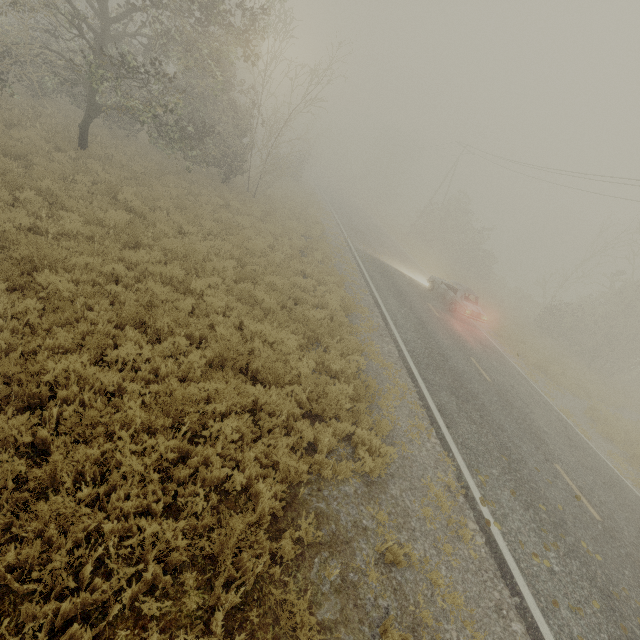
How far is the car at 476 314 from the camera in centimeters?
1723cm

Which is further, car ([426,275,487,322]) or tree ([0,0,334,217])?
car ([426,275,487,322])

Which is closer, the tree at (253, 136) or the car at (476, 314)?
the tree at (253, 136)

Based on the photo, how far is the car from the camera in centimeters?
1723cm

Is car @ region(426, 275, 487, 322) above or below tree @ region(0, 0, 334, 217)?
below

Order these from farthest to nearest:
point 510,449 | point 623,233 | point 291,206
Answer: point 623,233, point 291,206, point 510,449
